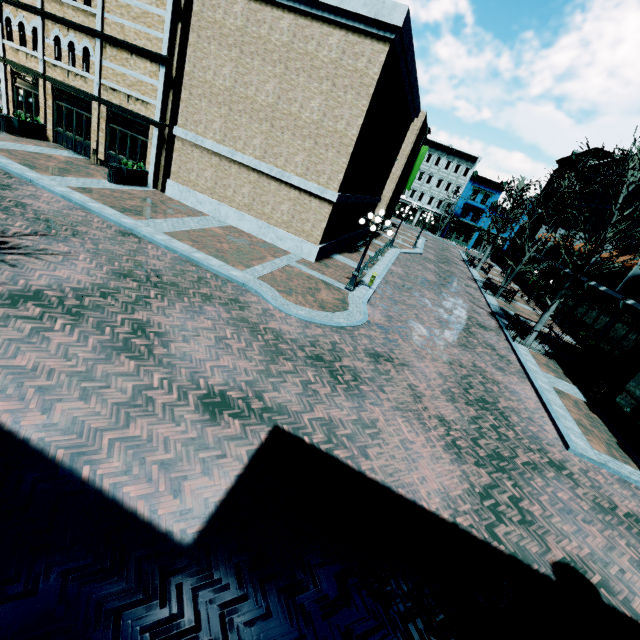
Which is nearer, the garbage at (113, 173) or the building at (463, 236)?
the garbage at (113, 173)

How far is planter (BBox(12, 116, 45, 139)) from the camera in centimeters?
1759cm

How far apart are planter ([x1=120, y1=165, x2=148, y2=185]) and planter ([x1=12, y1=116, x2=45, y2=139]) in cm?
690

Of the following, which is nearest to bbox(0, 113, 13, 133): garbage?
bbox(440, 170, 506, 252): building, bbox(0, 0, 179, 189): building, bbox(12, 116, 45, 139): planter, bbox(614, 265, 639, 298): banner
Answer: bbox(12, 116, 45, 139): planter

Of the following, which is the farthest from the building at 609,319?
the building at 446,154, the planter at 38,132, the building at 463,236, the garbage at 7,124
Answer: the building at 446,154

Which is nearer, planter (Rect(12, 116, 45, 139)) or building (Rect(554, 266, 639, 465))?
building (Rect(554, 266, 639, 465))

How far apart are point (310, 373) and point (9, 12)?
26.01m

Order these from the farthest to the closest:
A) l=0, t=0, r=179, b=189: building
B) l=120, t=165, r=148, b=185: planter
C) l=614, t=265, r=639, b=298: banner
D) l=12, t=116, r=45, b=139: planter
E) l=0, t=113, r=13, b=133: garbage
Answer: l=614, t=265, r=639, b=298: banner → l=12, t=116, r=45, b=139: planter → l=0, t=113, r=13, b=133: garbage → l=120, t=165, r=148, b=185: planter → l=0, t=0, r=179, b=189: building
